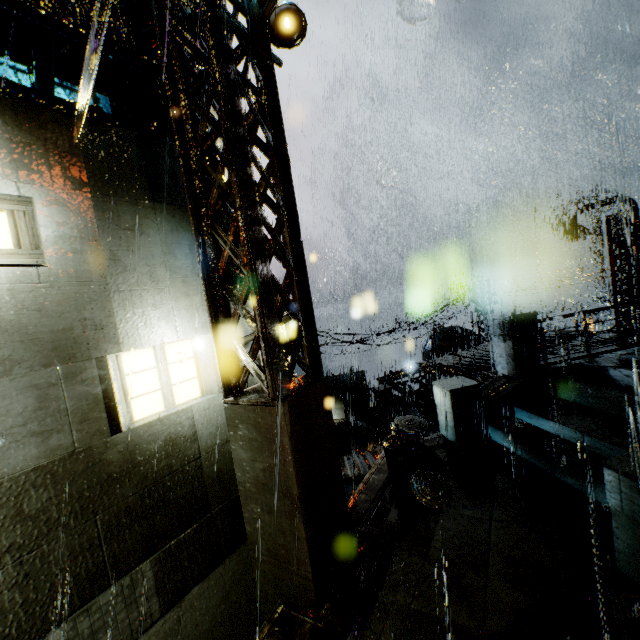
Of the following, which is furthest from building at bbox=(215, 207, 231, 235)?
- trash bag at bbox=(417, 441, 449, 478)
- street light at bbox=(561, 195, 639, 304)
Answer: trash bag at bbox=(417, 441, 449, 478)

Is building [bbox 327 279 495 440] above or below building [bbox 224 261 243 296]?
below

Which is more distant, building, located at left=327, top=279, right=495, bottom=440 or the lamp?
building, located at left=327, top=279, right=495, bottom=440

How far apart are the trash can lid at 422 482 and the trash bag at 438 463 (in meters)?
0.03

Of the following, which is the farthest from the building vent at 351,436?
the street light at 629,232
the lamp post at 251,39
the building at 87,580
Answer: the lamp post at 251,39

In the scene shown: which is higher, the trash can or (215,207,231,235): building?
(215,207,231,235): building

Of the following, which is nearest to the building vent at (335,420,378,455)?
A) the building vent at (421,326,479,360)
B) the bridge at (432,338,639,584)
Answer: the building vent at (421,326,479,360)

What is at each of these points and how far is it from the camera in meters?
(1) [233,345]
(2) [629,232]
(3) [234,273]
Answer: (1) support beam, 4.6 m
(2) street light, 14.8 m
(3) building, 9.2 m
